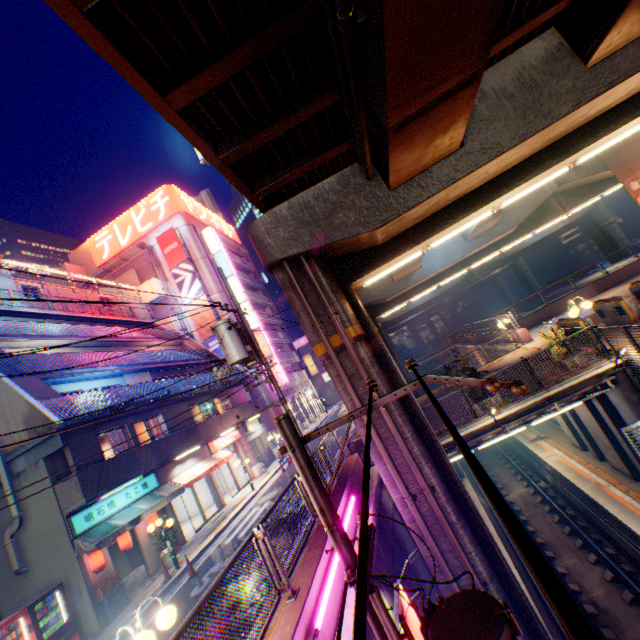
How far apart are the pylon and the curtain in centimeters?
237cm

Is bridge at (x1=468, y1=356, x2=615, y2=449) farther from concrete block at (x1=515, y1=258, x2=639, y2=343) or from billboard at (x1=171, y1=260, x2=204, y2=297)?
billboard at (x1=171, y1=260, x2=204, y2=297)

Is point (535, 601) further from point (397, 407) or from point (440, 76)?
point (440, 76)

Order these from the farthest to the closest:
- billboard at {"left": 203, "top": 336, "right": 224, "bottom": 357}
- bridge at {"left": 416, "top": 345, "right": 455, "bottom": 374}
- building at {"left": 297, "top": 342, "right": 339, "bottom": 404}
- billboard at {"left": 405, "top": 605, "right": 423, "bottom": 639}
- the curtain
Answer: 1. building at {"left": 297, "top": 342, "right": 339, "bottom": 404}
2. bridge at {"left": 416, "top": 345, "right": 455, "bottom": 374}
3. billboard at {"left": 203, "top": 336, "right": 224, "bottom": 357}
4. the curtain
5. billboard at {"left": 405, "top": 605, "right": 423, "bottom": 639}

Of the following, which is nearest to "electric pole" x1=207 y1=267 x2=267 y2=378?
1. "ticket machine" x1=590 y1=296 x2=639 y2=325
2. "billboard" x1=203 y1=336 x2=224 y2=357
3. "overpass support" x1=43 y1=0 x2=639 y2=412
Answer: "overpass support" x1=43 y1=0 x2=639 y2=412

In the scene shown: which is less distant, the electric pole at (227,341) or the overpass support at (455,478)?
the overpass support at (455,478)

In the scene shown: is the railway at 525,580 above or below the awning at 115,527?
below

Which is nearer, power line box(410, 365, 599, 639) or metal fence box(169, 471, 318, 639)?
power line box(410, 365, 599, 639)
